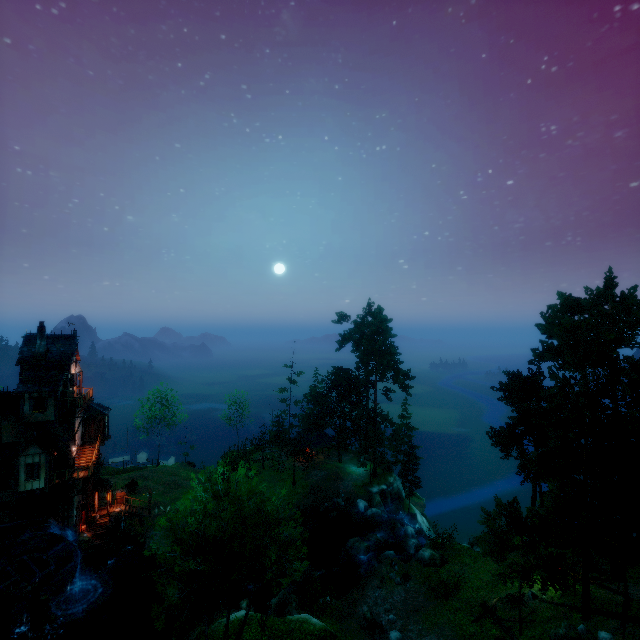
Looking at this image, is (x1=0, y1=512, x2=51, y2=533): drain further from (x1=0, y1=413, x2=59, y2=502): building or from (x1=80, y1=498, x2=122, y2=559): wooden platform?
(x1=80, y1=498, x2=122, y2=559): wooden platform

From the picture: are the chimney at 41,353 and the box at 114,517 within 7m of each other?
no

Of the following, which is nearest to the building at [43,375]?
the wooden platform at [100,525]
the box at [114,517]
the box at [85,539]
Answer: the wooden platform at [100,525]

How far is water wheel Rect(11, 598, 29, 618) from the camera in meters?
25.2

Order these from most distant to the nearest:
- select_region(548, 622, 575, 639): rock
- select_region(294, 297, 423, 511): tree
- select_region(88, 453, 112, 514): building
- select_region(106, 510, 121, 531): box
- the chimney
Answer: select_region(294, 297, 423, 511): tree, select_region(88, 453, 112, 514): building, select_region(106, 510, 121, 531): box, the chimney, select_region(548, 622, 575, 639): rock

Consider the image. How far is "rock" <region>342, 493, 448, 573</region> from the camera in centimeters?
2909cm

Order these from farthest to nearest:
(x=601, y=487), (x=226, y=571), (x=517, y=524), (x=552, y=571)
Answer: (x=601, y=487)
(x=517, y=524)
(x=552, y=571)
(x=226, y=571)

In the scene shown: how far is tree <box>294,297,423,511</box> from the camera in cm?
4559
